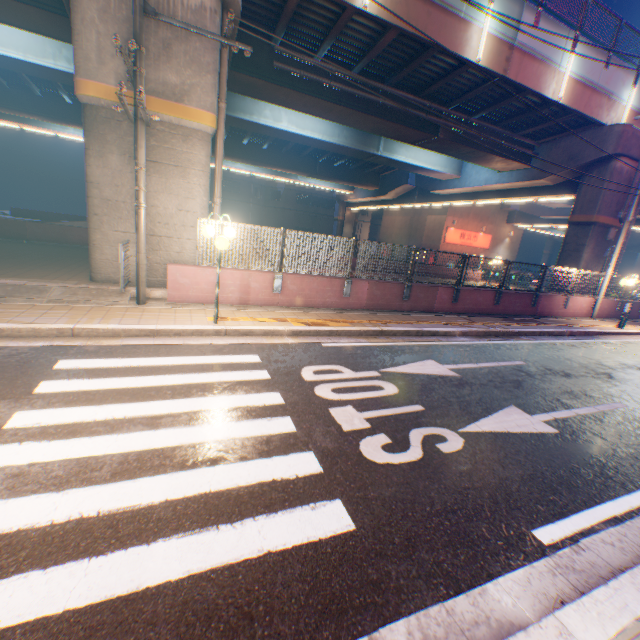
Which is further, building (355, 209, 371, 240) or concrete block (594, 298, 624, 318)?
building (355, 209, 371, 240)

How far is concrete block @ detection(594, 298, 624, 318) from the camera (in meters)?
16.28

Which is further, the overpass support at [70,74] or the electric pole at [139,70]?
the overpass support at [70,74]

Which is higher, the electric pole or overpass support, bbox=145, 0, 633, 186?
overpass support, bbox=145, 0, 633, 186

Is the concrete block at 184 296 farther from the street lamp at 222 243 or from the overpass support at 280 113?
the street lamp at 222 243

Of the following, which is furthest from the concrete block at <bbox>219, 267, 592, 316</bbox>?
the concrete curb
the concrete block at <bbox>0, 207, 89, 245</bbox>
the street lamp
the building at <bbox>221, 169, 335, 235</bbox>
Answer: the building at <bbox>221, 169, 335, 235</bbox>

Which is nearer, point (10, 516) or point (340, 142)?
point (10, 516)

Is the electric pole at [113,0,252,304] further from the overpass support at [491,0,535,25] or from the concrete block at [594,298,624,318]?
the overpass support at [491,0,535,25]
